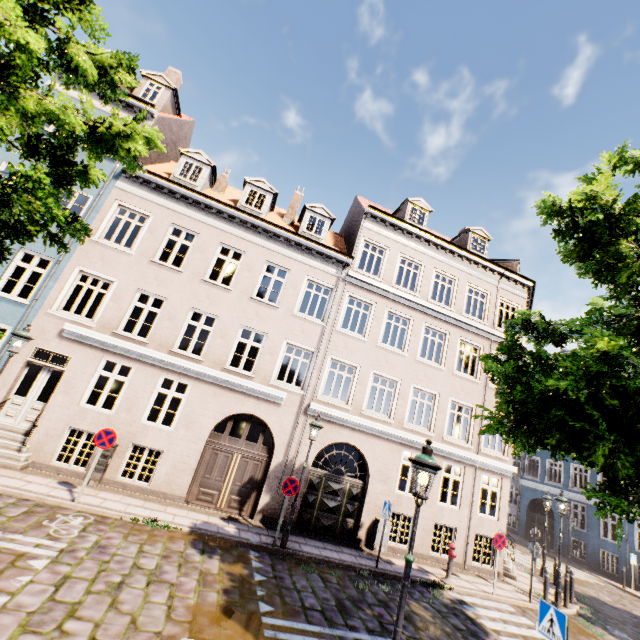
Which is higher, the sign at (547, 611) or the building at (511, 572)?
the sign at (547, 611)

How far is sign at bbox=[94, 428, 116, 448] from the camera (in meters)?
8.86

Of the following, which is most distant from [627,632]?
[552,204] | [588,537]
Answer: [552,204]

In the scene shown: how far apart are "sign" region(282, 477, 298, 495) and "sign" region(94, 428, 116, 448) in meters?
5.0 m

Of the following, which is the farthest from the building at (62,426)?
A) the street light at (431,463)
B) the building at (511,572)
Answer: the building at (511,572)

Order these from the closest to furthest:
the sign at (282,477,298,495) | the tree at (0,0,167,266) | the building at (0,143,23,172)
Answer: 1. the tree at (0,0,167,266)
2. the sign at (282,477,298,495)
3. the building at (0,143,23,172)

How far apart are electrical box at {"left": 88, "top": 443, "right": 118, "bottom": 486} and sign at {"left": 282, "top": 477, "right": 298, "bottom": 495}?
5.5 meters

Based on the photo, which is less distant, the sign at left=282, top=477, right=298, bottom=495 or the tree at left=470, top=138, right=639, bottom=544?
the tree at left=470, top=138, right=639, bottom=544
